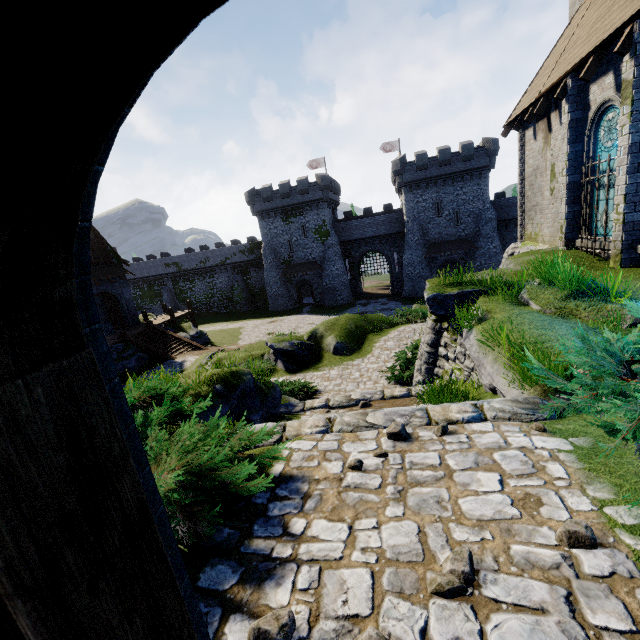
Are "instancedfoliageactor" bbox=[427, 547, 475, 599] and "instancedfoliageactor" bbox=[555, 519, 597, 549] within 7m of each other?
yes

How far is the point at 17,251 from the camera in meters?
0.7 m

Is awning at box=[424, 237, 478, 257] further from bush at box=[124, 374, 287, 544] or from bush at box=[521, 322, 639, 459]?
bush at box=[124, 374, 287, 544]

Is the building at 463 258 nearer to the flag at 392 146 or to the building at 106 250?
the flag at 392 146

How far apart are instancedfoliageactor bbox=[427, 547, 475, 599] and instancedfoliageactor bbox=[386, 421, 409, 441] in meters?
1.6

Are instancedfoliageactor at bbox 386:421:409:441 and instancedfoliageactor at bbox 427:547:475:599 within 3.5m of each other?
yes

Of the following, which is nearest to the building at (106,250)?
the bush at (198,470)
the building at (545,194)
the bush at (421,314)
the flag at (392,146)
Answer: the building at (545,194)

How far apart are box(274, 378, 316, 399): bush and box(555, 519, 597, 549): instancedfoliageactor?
11.05m
